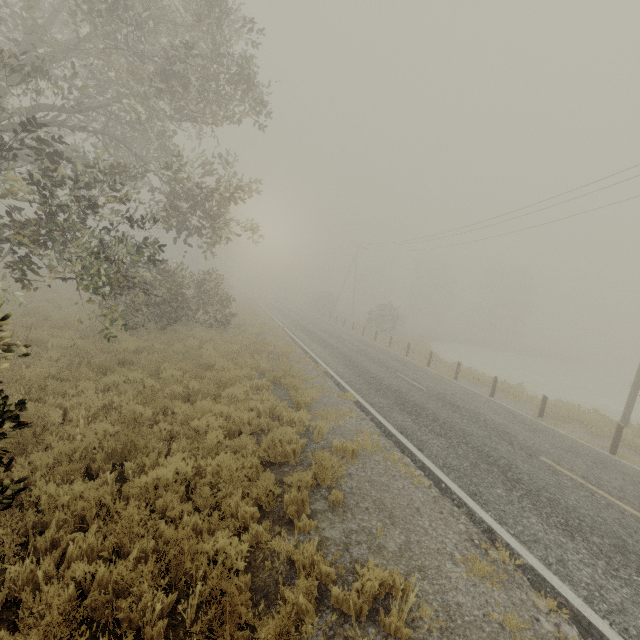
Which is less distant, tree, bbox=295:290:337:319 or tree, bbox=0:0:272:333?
tree, bbox=0:0:272:333

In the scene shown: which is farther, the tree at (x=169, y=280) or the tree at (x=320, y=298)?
the tree at (x=320, y=298)

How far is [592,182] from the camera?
16.4 meters

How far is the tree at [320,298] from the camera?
49.19m

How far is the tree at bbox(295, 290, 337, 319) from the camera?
49.2 meters
